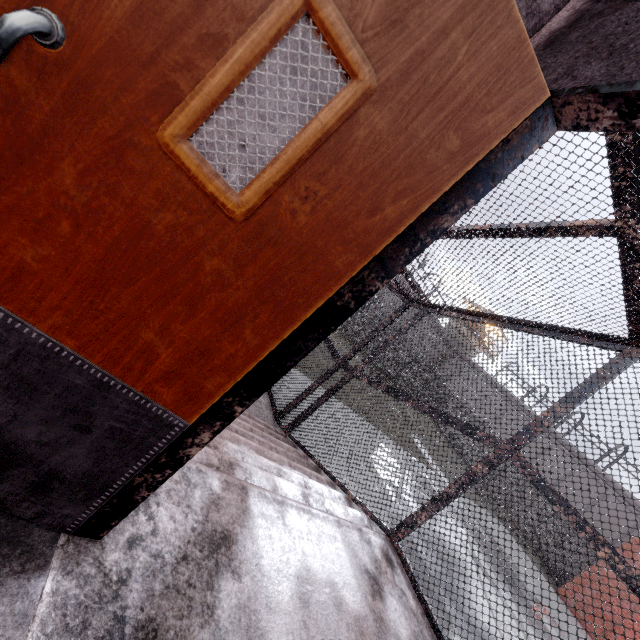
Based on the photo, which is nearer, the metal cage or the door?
the door

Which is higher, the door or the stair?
the door

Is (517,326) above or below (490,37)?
above

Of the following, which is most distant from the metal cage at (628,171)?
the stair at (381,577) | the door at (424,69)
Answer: the door at (424,69)

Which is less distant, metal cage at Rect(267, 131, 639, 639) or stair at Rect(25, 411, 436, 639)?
stair at Rect(25, 411, 436, 639)

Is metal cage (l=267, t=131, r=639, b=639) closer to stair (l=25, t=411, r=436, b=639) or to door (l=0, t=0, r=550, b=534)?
stair (l=25, t=411, r=436, b=639)

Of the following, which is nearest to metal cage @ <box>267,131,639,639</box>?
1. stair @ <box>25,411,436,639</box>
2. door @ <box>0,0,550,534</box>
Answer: stair @ <box>25,411,436,639</box>

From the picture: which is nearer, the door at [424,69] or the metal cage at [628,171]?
the door at [424,69]
